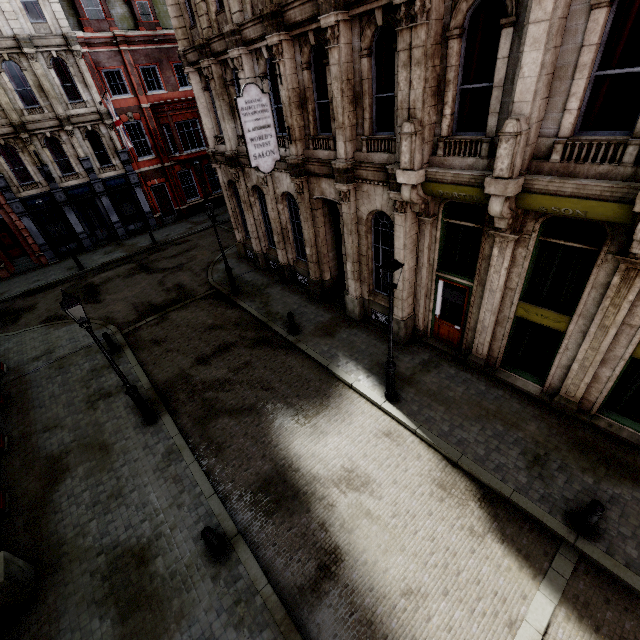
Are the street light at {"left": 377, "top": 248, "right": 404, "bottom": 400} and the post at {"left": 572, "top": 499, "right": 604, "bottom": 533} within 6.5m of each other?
yes

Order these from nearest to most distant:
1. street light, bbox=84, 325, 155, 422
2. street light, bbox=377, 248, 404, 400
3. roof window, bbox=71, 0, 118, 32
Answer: street light, bbox=377, 248, 404, 400
street light, bbox=84, 325, 155, 422
roof window, bbox=71, 0, 118, 32

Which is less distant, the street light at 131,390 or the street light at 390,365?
the street light at 390,365

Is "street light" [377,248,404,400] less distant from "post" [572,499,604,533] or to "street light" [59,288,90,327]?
"post" [572,499,604,533]

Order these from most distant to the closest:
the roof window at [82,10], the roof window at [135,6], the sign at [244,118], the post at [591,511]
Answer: the roof window at [135,6] < the roof window at [82,10] < the sign at [244,118] < the post at [591,511]

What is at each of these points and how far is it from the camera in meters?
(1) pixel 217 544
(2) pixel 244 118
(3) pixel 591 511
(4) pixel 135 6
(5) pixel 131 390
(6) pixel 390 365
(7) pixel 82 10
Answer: (1) post, 6.9 m
(2) sign, 10.0 m
(3) post, 6.2 m
(4) roof window, 22.2 m
(5) street light, 9.5 m
(6) street light, 9.0 m
(7) roof window, 20.7 m

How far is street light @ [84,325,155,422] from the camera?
8.45m

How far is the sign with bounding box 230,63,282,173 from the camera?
9.8m
